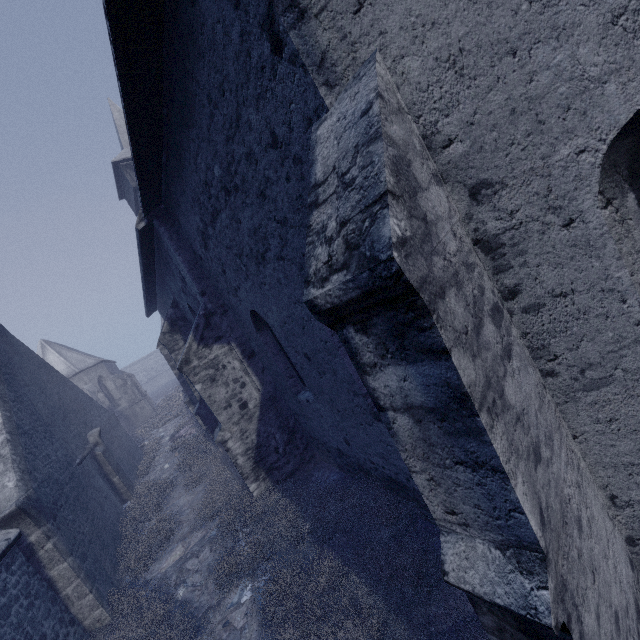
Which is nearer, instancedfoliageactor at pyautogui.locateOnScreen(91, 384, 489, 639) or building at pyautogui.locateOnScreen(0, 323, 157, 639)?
instancedfoliageactor at pyautogui.locateOnScreen(91, 384, 489, 639)

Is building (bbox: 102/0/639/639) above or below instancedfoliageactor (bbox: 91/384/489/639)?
above

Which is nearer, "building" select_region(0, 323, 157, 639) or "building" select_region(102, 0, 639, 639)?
"building" select_region(102, 0, 639, 639)

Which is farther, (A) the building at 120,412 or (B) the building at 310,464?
(A) the building at 120,412

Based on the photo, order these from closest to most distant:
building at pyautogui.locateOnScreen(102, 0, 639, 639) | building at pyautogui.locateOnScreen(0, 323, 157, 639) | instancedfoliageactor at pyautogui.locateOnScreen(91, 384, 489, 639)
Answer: building at pyautogui.locateOnScreen(102, 0, 639, 639), instancedfoliageactor at pyautogui.locateOnScreen(91, 384, 489, 639), building at pyautogui.locateOnScreen(0, 323, 157, 639)

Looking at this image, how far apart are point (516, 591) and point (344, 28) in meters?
3.6 m

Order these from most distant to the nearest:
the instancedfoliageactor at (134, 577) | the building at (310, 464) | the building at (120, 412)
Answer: the building at (120, 412) < the instancedfoliageactor at (134, 577) < the building at (310, 464)
